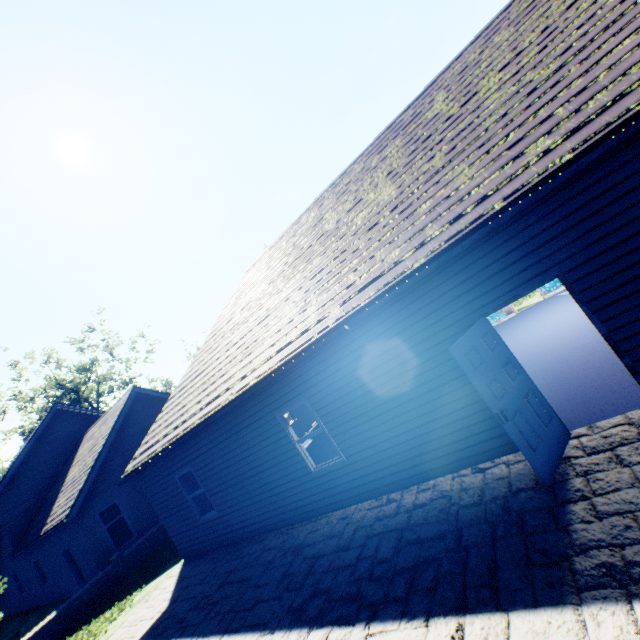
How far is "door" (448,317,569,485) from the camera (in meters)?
4.39

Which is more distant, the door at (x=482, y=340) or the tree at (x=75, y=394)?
the tree at (x=75, y=394)

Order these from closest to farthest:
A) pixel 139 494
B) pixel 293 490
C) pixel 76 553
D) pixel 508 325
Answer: pixel 293 490 < pixel 508 325 < pixel 76 553 < pixel 139 494

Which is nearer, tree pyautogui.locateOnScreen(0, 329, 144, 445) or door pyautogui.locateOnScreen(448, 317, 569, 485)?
door pyautogui.locateOnScreen(448, 317, 569, 485)

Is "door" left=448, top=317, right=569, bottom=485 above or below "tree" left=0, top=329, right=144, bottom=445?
below

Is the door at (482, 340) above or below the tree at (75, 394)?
below
